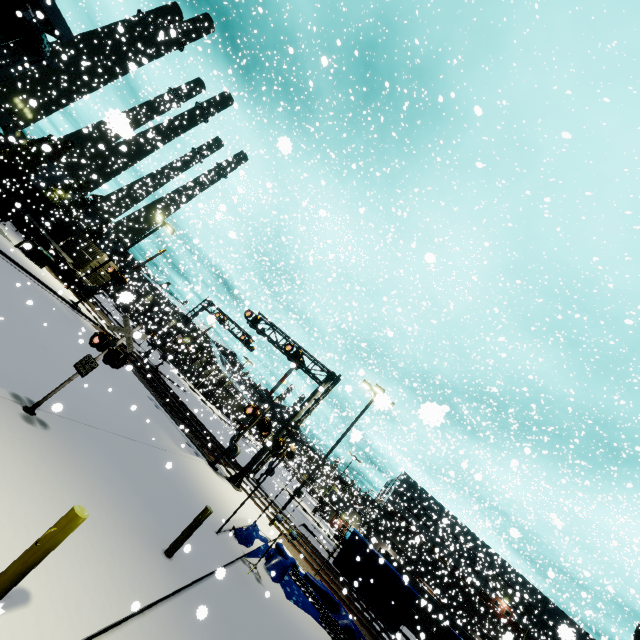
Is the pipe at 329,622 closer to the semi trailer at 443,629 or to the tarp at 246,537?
the tarp at 246,537

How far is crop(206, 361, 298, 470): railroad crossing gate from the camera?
17.62m

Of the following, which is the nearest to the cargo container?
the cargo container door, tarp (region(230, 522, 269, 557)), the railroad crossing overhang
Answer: the cargo container door

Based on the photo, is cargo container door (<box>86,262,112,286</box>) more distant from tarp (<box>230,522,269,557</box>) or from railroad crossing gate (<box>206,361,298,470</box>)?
tarp (<box>230,522,269,557</box>)

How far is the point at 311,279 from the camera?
59.1m

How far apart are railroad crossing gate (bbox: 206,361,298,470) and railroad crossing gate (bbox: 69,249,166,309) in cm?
1363

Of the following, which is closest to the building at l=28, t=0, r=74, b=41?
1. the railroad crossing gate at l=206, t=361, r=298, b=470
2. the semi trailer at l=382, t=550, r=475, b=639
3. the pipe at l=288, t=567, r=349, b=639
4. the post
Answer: the semi trailer at l=382, t=550, r=475, b=639

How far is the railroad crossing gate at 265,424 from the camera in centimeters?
1762cm
